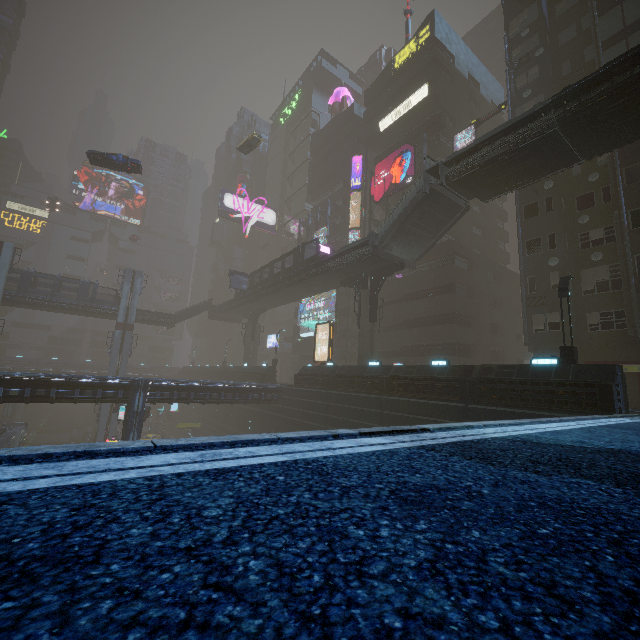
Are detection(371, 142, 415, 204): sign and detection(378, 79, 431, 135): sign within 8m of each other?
yes

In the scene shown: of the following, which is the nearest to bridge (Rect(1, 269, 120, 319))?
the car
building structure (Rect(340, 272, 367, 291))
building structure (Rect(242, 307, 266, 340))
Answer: building structure (Rect(242, 307, 266, 340))

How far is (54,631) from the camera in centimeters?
82cm

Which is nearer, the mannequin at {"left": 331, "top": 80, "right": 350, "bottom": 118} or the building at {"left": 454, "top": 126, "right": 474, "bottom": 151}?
the building at {"left": 454, "top": 126, "right": 474, "bottom": 151}

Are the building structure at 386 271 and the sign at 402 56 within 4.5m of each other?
no

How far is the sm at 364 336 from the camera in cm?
2833

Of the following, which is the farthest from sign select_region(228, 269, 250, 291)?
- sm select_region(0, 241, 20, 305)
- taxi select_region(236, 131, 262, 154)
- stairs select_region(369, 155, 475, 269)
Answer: sm select_region(0, 241, 20, 305)

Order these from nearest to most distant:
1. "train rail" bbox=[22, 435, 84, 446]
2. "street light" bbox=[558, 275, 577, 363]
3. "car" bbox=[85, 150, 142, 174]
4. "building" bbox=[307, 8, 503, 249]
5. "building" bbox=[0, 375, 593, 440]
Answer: "street light" bbox=[558, 275, 577, 363] → "building" bbox=[0, 375, 593, 440] → "car" bbox=[85, 150, 142, 174] → "building" bbox=[307, 8, 503, 249] → "train rail" bbox=[22, 435, 84, 446]
